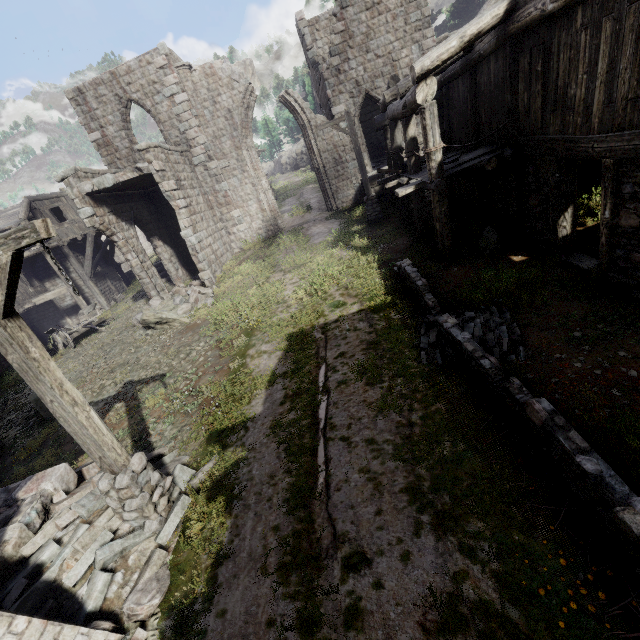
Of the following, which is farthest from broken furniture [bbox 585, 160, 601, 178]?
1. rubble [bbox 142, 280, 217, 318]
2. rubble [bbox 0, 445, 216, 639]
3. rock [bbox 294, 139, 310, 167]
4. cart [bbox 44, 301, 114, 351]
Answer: rock [bbox 294, 139, 310, 167]

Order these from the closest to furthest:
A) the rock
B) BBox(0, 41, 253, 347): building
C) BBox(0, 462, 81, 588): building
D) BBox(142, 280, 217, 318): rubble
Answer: BBox(0, 462, 81, 588): building < BBox(142, 280, 217, 318): rubble < BBox(0, 41, 253, 347): building < the rock

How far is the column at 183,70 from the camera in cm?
1677

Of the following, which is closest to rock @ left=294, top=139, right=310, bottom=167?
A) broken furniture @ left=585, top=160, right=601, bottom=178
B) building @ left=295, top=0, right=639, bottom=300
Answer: building @ left=295, top=0, right=639, bottom=300

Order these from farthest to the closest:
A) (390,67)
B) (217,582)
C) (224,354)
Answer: (390,67) < (224,354) < (217,582)

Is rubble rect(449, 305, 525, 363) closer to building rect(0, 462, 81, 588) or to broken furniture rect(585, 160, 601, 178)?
building rect(0, 462, 81, 588)

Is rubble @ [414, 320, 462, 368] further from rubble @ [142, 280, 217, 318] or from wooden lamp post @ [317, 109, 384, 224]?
rubble @ [142, 280, 217, 318]

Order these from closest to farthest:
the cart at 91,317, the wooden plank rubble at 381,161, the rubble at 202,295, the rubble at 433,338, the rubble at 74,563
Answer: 1. the rubble at 74,563
2. the rubble at 433,338
3. the rubble at 202,295
4. the cart at 91,317
5. the wooden plank rubble at 381,161
